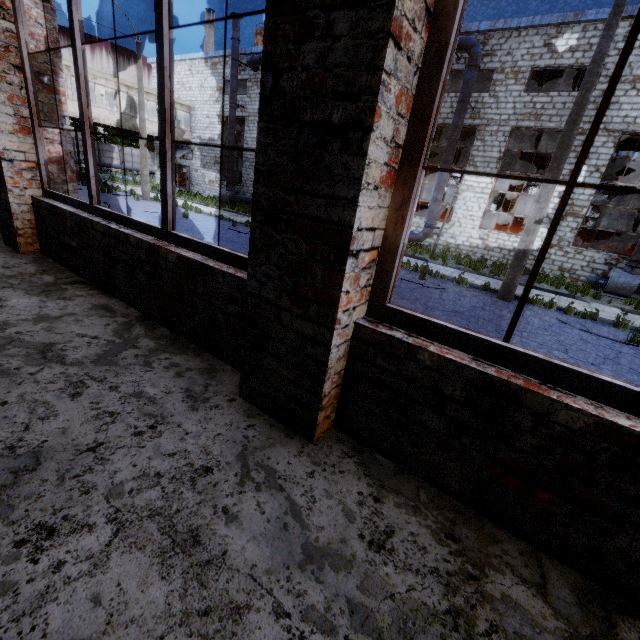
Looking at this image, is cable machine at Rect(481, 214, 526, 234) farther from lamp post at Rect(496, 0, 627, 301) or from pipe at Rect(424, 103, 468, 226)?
lamp post at Rect(496, 0, 627, 301)

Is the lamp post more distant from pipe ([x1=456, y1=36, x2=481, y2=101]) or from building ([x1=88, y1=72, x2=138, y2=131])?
building ([x1=88, y1=72, x2=138, y2=131])

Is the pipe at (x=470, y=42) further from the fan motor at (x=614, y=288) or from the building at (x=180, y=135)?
the building at (x=180, y=135)

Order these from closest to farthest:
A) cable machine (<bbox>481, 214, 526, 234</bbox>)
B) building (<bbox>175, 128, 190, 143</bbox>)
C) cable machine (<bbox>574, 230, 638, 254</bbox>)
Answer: cable machine (<bbox>574, 230, 638, 254</bbox>) → cable machine (<bbox>481, 214, 526, 234</bbox>) → building (<bbox>175, 128, 190, 143</bbox>)

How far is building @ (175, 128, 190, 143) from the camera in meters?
28.9

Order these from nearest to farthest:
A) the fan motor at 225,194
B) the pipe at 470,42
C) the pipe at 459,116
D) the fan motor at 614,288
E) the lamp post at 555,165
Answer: the lamp post at 555,165 < the fan motor at 614,288 < the pipe at 470,42 < the pipe at 459,116 < the fan motor at 225,194

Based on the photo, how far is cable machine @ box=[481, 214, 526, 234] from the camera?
19.8 meters

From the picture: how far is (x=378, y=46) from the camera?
1.1 meters
